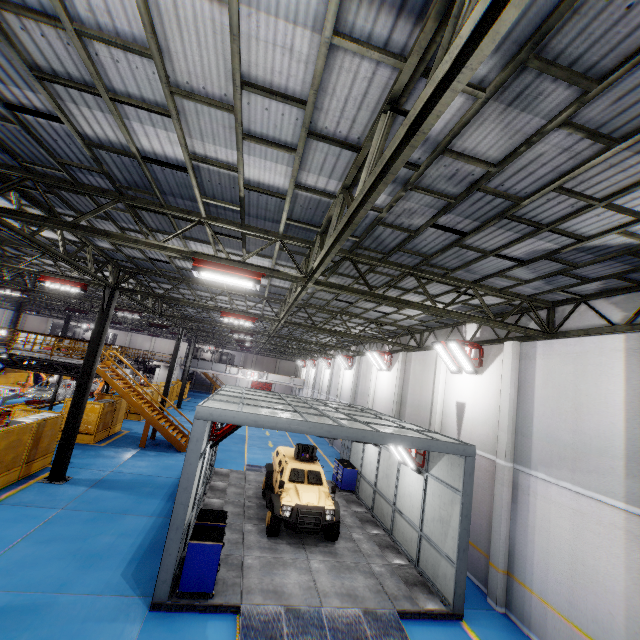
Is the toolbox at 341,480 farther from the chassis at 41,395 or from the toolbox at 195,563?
the chassis at 41,395

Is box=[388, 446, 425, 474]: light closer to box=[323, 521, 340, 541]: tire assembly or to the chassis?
box=[323, 521, 340, 541]: tire assembly

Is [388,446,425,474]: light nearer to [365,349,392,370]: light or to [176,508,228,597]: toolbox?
[176,508,228,597]: toolbox

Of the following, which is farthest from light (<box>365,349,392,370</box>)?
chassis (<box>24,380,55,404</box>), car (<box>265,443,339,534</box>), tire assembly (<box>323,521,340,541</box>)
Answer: chassis (<box>24,380,55,404</box>)

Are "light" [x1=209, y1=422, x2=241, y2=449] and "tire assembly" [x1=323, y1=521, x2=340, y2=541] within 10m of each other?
yes

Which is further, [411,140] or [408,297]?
[408,297]

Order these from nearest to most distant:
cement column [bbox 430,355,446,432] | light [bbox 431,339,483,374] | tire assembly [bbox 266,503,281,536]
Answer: tire assembly [bbox 266,503,281,536], light [bbox 431,339,483,374], cement column [bbox 430,355,446,432]

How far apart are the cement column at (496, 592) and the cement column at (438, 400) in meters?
3.4
